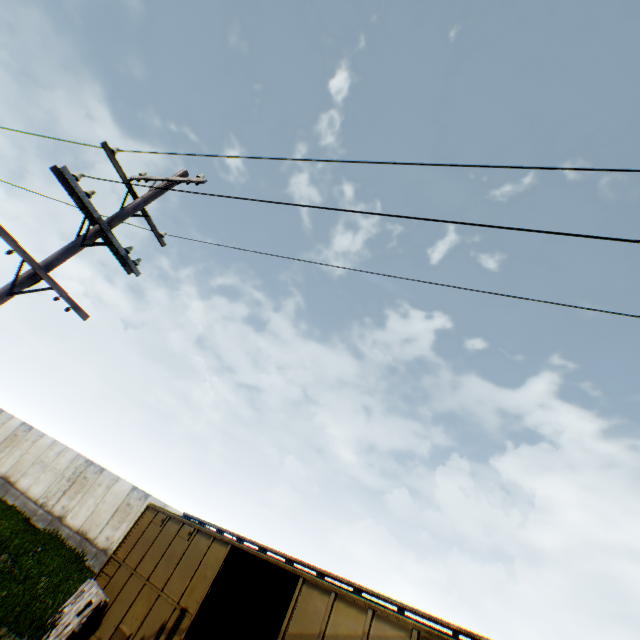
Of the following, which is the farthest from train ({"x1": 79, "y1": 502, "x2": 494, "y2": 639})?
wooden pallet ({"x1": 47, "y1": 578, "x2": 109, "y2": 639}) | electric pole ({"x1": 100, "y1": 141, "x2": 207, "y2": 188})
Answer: electric pole ({"x1": 100, "y1": 141, "x2": 207, "y2": 188})

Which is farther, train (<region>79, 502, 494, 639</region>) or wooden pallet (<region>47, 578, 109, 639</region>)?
wooden pallet (<region>47, 578, 109, 639</region>)

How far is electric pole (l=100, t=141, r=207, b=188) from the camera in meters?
6.3 m

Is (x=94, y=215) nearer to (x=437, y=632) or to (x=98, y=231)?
(x=98, y=231)

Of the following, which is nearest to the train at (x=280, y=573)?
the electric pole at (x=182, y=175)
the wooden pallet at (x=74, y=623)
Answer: the wooden pallet at (x=74, y=623)

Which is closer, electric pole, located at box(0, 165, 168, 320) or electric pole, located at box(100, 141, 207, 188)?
electric pole, located at box(0, 165, 168, 320)

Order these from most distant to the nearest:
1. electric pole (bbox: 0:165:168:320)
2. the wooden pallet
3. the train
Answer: the wooden pallet
the train
electric pole (bbox: 0:165:168:320)
